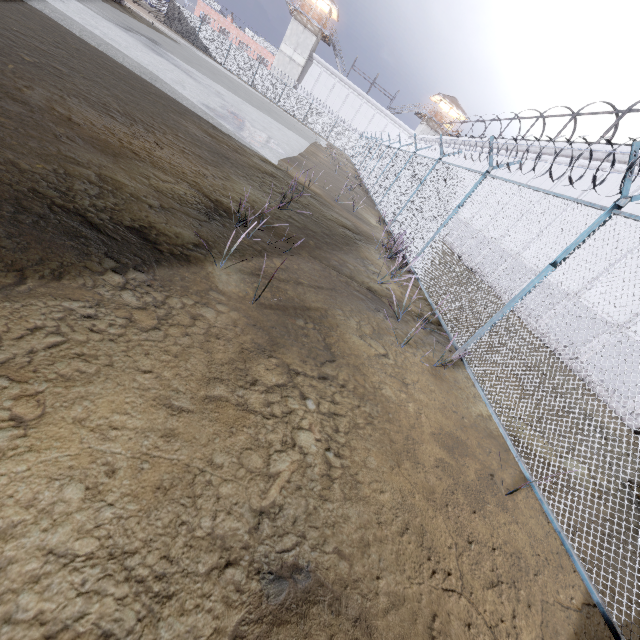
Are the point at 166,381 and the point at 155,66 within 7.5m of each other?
no

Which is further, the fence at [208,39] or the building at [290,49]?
the building at [290,49]

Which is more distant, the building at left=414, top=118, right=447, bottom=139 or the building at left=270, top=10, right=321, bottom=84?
the building at left=414, top=118, right=447, bottom=139

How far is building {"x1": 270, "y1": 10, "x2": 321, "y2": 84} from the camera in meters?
45.0

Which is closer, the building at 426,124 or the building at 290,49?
the building at 290,49

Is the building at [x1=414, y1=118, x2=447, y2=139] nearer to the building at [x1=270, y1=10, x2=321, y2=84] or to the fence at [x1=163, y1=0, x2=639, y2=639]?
the fence at [x1=163, y1=0, x2=639, y2=639]
